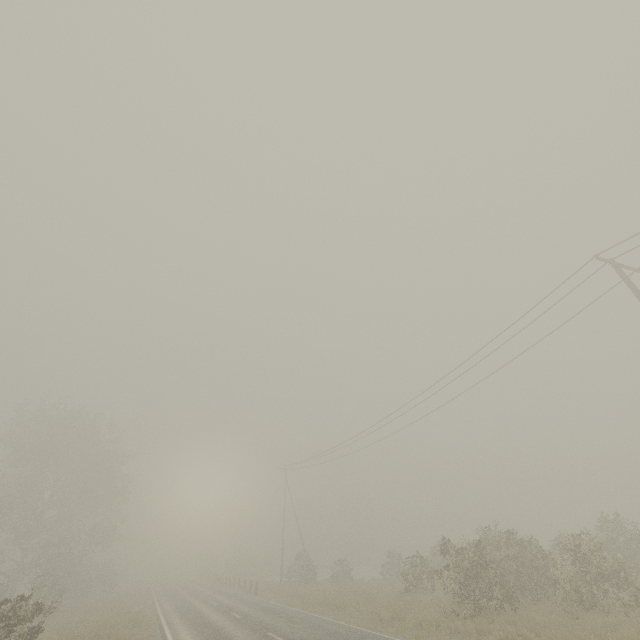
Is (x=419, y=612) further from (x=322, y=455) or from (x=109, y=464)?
(x=109, y=464)
